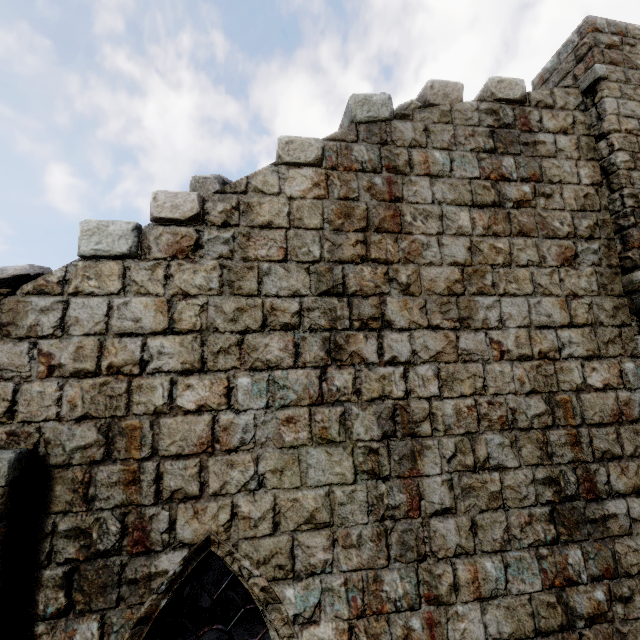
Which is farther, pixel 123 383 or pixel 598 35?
pixel 598 35

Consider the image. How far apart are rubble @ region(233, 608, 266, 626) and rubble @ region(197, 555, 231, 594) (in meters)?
0.54

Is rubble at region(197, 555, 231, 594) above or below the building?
below

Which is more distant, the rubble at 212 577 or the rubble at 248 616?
the rubble at 212 577

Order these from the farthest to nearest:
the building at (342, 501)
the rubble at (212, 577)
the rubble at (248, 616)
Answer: the rubble at (212, 577), the rubble at (248, 616), the building at (342, 501)

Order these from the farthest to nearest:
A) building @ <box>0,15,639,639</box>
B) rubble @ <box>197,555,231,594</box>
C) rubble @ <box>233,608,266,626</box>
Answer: rubble @ <box>197,555,231,594</box>, rubble @ <box>233,608,266,626</box>, building @ <box>0,15,639,639</box>

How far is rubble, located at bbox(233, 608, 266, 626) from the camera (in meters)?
7.86

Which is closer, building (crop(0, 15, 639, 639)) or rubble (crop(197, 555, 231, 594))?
building (crop(0, 15, 639, 639))
